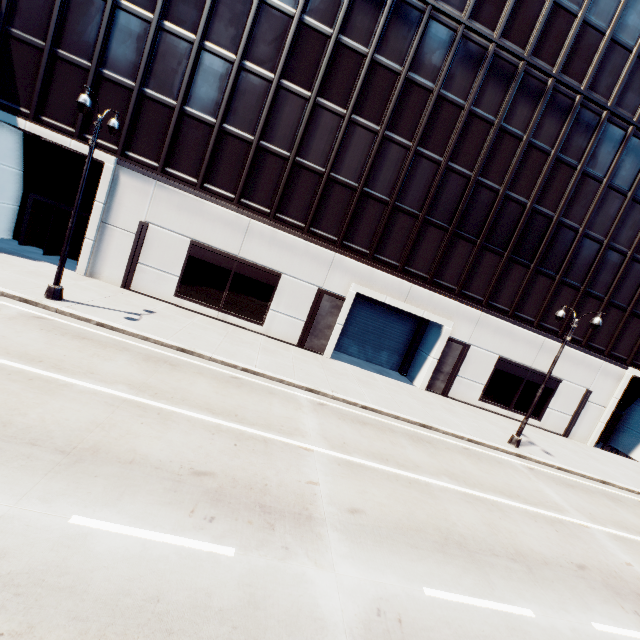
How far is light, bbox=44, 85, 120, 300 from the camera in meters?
10.3 m

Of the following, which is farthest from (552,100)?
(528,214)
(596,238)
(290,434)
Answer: (290,434)

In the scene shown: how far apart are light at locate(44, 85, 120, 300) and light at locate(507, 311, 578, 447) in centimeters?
2100cm

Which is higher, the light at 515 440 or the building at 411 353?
the building at 411 353

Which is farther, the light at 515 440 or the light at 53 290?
the light at 515 440

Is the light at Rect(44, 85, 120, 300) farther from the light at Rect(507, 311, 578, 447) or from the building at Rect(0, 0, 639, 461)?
the light at Rect(507, 311, 578, 447)

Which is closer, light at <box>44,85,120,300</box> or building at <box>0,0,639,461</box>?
light at <box>44,85,120,300</box>

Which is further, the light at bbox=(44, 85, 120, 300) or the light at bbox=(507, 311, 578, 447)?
the light at bbox=(507, 311, 578, 447)
